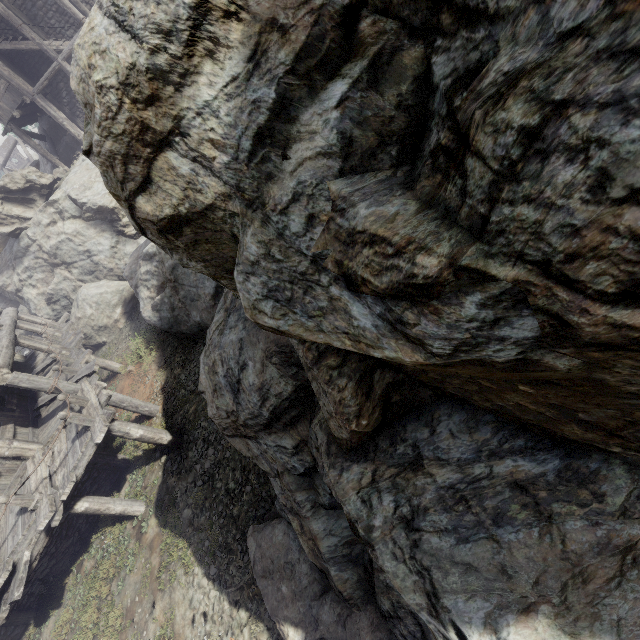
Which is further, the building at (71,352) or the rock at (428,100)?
the building at (71,352)

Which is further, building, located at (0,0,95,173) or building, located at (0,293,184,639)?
building, located at (0,0,95,173)

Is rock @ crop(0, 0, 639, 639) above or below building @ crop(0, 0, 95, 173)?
below

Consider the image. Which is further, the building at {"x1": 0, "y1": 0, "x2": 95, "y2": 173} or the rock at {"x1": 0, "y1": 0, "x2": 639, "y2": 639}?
the building at {"x1": 0, "y1": 0, "x2": 95, "y2": 173}

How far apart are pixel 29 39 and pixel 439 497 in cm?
2574

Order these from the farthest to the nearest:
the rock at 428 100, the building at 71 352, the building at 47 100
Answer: the building at 47 100, the building at 71 352, the rock at 428 100

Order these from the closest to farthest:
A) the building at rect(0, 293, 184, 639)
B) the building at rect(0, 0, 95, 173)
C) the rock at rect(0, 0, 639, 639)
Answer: the rock at rect(0, 0, 639, 639)
the building at rect(0, 293, 184, 639)
the building at rect(0, 0, 95, 173)
